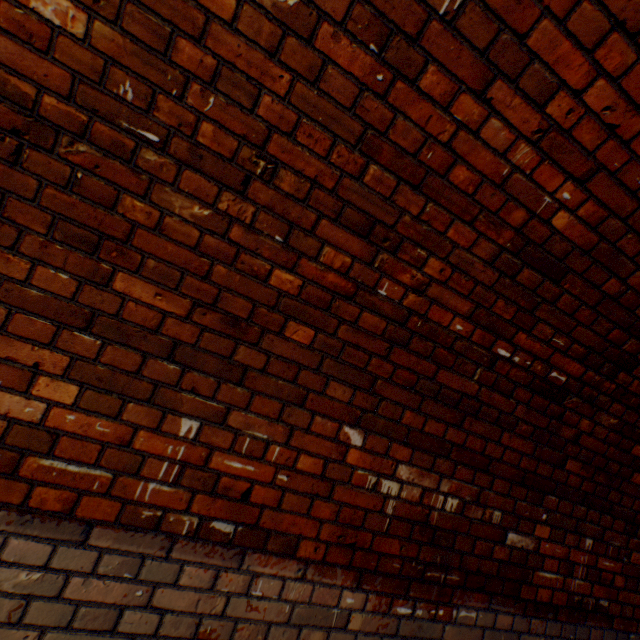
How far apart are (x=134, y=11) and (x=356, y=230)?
1.0 meters
